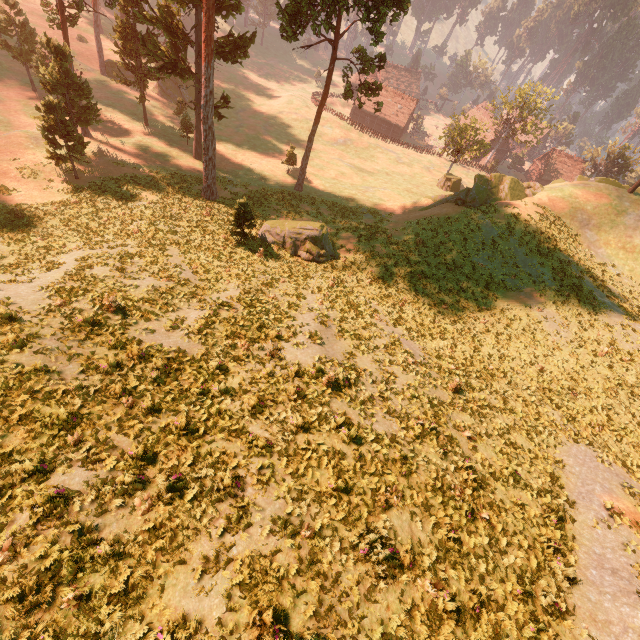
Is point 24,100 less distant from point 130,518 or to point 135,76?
point 135,76

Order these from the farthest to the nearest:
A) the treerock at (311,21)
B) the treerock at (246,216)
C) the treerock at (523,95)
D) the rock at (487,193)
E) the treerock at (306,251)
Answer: the treerock at (523,95)
the rock at (487,193)
the treerock at (306,251)
the treerock at (311,21)
the treerock at (246,216)

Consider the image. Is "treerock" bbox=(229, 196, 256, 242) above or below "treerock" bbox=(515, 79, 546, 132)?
below

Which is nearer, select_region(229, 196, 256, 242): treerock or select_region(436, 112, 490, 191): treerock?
select_region(229, 196, 256, 242): treerock

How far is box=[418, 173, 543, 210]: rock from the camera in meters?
30.7

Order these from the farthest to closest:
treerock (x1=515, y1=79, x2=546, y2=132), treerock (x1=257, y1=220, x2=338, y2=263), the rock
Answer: treerock (x1=515, y1=79, x2=546, y2=132)
the rock
treerock (x1=257, y1=220, x2=338, y2=263)

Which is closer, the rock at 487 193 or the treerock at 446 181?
the rock at 487 193
